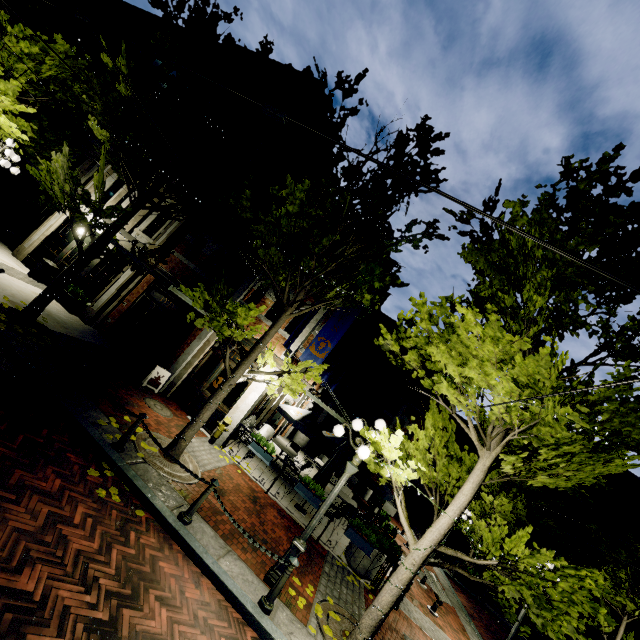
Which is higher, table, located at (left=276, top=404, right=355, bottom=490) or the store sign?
table, located at (left=276, top=404, right=355, bottom=490)

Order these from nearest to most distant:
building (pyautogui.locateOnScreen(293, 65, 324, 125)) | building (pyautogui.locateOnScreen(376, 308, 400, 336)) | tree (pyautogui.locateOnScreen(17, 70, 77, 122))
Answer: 1. tree (pyautogui.locateOnScreen(17, 70, 77, 122))
2. building (pyautogui.locateOnScreen(293, 65, 324, 125))
3. building (pyautogui.locateOnScreen(376, 308, 400, 336))

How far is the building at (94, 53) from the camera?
17.5 meters

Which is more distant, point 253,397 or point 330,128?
point 253,397

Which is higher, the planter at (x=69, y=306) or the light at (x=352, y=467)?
the light at (x=352, y=467)

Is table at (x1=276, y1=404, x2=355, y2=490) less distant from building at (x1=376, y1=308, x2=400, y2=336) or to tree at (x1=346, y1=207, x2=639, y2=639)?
building at (x1=376, y1=308, x2=400, y2=336)

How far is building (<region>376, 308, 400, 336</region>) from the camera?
27.81m

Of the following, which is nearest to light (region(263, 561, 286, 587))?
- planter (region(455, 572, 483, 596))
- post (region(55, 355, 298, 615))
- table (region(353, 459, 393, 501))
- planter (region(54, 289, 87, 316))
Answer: post (region(55, 355, 298, 615))
